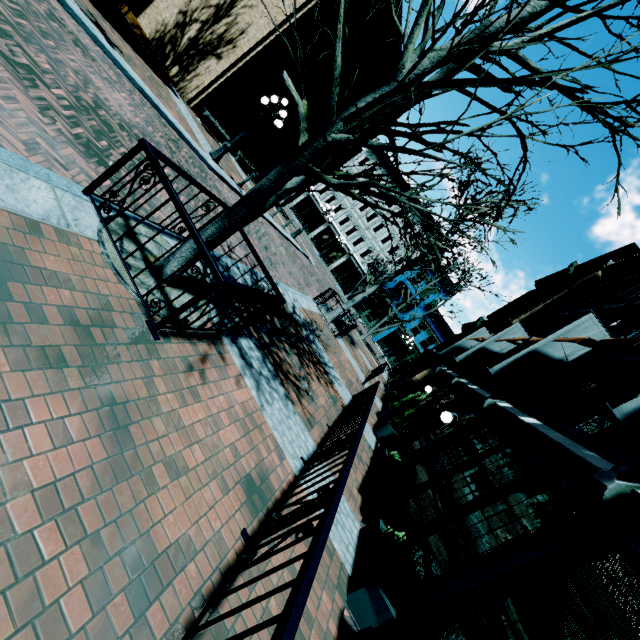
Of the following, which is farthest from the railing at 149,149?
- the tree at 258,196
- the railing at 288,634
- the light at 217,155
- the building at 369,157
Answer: the building at 369,157

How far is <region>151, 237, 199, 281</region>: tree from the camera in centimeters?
417cm

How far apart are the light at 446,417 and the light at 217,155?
11.73m

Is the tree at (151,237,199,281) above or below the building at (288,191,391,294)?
below

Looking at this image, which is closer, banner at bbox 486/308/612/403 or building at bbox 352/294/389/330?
banner at bbox 486/308/612/403

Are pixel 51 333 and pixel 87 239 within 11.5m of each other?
yes

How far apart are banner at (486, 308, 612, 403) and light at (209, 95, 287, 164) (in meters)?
11.27

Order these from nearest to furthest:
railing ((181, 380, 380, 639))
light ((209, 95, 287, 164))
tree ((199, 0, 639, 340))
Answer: railing ((181, 380, 380, 639)) < tree ((199, 0, 639, 340)) < light ((209, 95, 287, 164))
